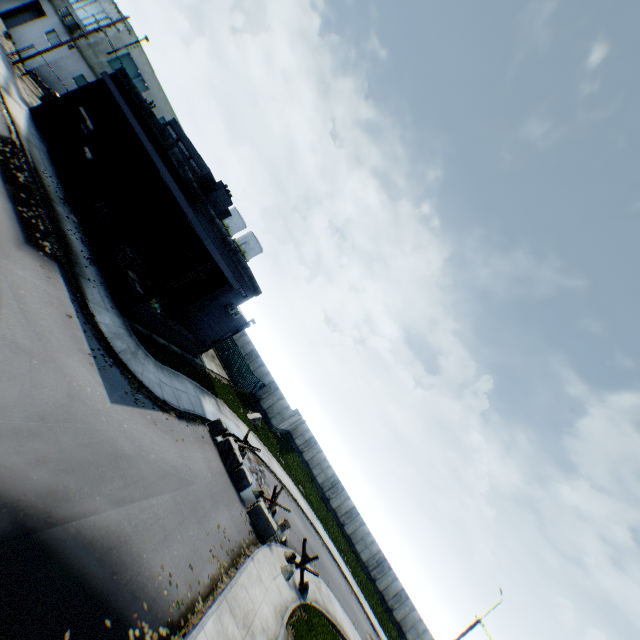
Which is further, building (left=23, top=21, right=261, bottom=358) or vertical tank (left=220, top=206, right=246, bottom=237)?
vertical tank (left=220, top=206, right=246, bottom=237)

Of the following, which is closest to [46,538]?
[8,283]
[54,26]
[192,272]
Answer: [8,283]

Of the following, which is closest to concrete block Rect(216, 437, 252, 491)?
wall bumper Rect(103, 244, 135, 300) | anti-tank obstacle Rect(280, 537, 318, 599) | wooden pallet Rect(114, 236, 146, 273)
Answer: anti-tank obstacle Rect(280, 537, 318, 599)

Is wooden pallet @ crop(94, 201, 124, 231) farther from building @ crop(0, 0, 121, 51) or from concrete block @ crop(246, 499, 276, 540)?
building @ crop(0, 0, 121, 51)

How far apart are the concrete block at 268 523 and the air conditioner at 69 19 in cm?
4202

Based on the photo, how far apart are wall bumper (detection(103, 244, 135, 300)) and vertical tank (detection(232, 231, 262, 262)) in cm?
3509

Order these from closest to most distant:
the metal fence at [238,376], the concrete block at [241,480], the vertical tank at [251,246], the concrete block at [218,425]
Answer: the concrete block at [241,480] → the concrete block at [218,425] → the metal fence at [238,376] → the vertical tank at [251,246]

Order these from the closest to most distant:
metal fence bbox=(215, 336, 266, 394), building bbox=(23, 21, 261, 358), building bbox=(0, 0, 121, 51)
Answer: building bbox=(23, 21, 261, 358) < building bbox=(0, 0, 121, 51) < metal fence bbox=(215, 336, 266, 394)
